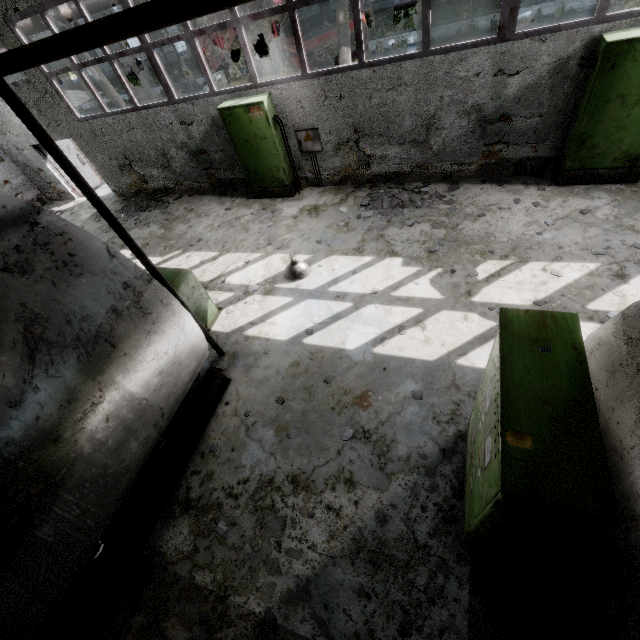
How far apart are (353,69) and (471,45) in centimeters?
233cm

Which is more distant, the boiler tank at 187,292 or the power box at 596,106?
the boiler tank at 187,292

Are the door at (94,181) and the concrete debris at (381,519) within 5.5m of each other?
no

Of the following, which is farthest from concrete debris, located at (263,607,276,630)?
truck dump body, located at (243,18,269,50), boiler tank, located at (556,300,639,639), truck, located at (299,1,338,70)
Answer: truck dump body, located at (243,18,269,50)

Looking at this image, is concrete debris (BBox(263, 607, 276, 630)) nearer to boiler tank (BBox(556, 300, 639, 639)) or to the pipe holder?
boiler tank (BBox(556, 300, 639, 639))

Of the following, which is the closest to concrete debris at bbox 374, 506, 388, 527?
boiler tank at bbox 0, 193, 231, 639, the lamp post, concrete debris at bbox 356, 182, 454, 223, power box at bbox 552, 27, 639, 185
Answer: boiler tank at bbox 0, 193, 231, 639

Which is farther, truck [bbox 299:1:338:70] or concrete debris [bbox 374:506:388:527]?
truck [bbox 299:1:338:70]

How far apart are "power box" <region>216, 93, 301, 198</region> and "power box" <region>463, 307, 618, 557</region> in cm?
763
